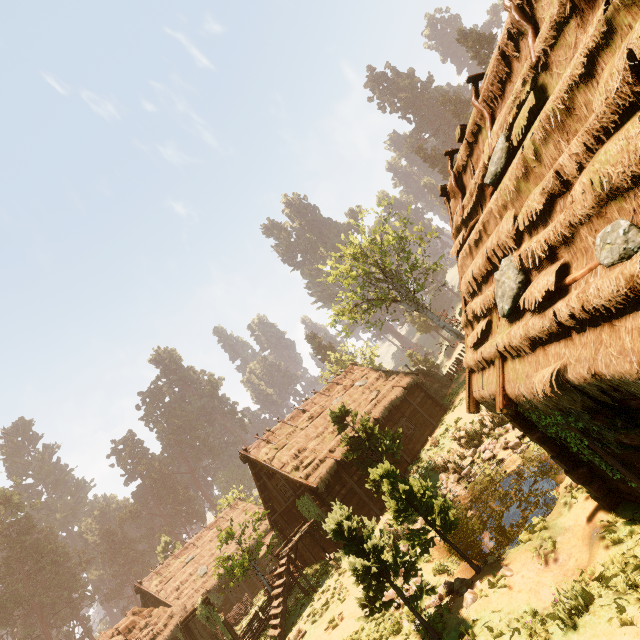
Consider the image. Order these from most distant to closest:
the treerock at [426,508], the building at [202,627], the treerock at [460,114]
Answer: the treerock at [460,114], the building at [202,627], the treerock at [426,508]

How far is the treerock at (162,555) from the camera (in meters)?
42.36

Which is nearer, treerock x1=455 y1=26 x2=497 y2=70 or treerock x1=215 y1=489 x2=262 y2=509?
treerock x1=215 y1=489 x2=262 y2=509

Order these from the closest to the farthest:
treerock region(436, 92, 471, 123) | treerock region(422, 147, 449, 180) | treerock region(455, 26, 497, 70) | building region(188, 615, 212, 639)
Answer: building region(188, 615, 212, 639) < treerock region(455, 26, 497, 70) < treerock region(436, 92, 471, 123) < treerock region(422, 147, 449, 180)

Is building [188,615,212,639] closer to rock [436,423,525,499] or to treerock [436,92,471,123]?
Answer: treerock [436,92,471,123]

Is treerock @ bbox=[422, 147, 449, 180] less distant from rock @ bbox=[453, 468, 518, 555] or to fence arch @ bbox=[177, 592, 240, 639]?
fence arch @ bbox=[177, 592, 240, 639]

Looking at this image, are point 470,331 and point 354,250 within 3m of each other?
no

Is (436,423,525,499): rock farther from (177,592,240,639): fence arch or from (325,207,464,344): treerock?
(177,592,240,639): fence arch
